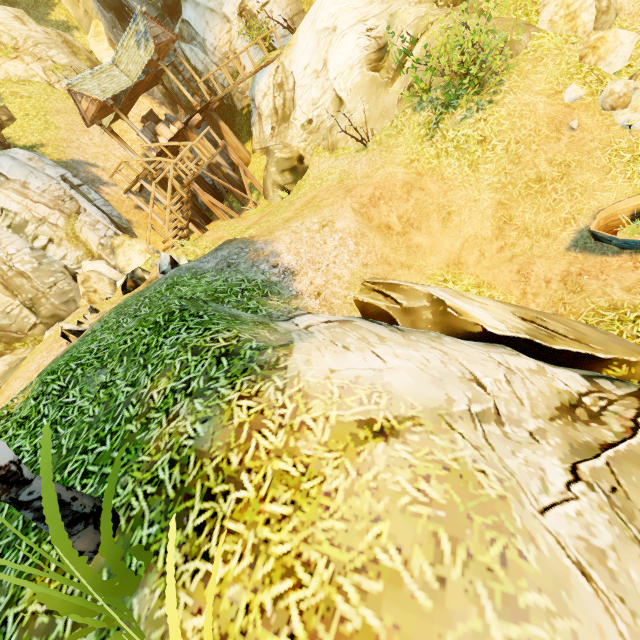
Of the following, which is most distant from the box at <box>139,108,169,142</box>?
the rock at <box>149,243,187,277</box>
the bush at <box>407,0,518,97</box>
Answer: the bush at <box>407,0,518,97</box>

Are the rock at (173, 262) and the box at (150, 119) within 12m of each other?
yes

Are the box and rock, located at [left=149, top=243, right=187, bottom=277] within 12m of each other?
yes

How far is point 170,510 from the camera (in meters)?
2.53

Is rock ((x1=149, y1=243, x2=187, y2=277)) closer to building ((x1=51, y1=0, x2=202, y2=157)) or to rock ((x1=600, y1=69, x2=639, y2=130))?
building ((x1=51, y1=0, x2=202, y2=157))

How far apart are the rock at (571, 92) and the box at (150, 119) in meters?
18.6 m

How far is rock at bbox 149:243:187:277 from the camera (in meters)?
9.14

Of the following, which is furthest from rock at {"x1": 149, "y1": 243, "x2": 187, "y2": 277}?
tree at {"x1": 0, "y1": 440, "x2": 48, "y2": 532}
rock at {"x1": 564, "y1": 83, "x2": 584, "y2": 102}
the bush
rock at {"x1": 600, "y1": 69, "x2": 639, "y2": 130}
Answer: rock at {"x1": 600, "y1": 69, "x2": 639, "y2": 130}
